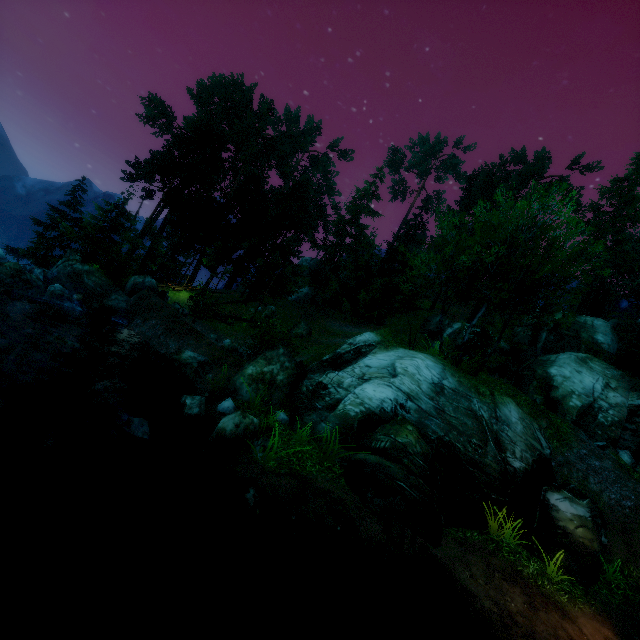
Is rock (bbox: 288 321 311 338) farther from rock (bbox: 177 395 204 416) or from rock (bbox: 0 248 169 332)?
rock (bbox: 177 395 204 416)

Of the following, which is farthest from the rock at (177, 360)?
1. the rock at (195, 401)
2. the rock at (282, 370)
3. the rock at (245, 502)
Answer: the rock at (245, 502)

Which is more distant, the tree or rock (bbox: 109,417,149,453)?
the tree

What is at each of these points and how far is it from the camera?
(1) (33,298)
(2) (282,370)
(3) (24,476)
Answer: (1) rock, 13.82m
(2) rock, 12.34m
(3) rock, 5.84m

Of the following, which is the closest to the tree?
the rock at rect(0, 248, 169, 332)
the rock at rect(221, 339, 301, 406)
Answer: the rock at rect(0, 248, 169, 332)

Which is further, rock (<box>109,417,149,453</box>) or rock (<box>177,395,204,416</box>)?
rock (<box>177,395,204,416</box>)

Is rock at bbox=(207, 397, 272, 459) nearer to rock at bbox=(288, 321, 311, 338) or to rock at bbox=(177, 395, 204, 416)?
rock at bbox=(177, 395, 204, 416)

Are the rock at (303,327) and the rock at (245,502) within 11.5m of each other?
no
